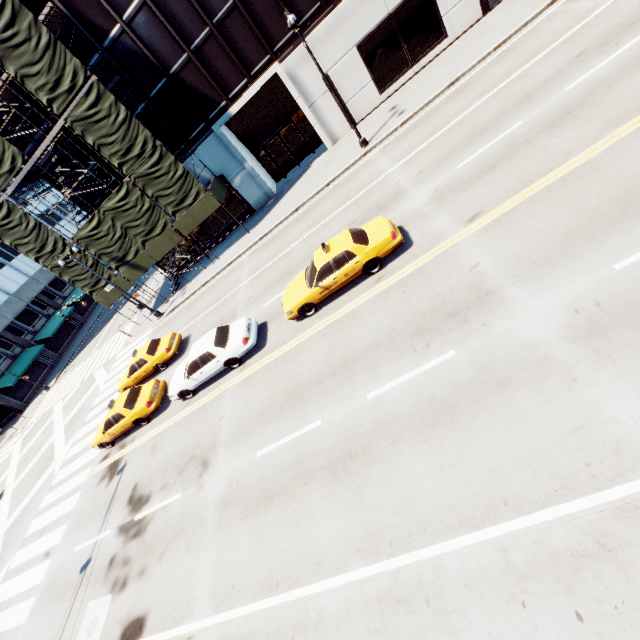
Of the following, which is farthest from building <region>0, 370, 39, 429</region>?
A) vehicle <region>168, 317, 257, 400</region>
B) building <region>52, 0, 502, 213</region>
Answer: vehicle <region>168, 317, 257, 400</region>

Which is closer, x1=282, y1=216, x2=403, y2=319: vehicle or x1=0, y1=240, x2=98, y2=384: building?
x1=282, y1=216, x2=403, y2=319: vehicle

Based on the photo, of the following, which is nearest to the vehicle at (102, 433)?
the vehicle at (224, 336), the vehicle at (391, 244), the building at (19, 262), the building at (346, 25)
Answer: the vehicle at (224, 336)

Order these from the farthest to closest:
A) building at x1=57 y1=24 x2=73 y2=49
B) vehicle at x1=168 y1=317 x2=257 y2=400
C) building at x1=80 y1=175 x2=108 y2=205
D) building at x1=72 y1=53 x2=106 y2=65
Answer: building at x1=80 y1=175 x2=108 y2=205 → building at x1=72 y1=53 x2=106 y2=65 → building at x1=57 y1=24 x2=73 y2=49 → vehicle at x1=168 y1=317 x2=257 y2=400

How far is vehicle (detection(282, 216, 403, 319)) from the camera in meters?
11.0

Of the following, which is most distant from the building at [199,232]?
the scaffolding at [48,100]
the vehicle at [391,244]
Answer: the vehicle at [391,244]

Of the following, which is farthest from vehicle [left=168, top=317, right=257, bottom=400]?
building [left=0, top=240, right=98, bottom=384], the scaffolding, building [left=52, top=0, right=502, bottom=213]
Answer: building [left=0, top=240, right=98, bottom=384]

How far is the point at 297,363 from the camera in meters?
11.3 m
